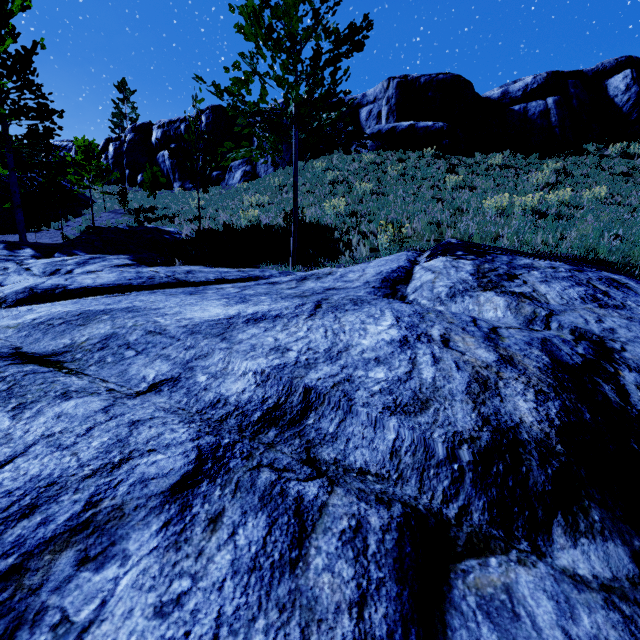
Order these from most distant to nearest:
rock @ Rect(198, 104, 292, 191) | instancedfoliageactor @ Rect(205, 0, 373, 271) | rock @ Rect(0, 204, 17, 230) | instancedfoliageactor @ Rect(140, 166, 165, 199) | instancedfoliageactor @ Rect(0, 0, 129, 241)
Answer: rock @ Rect(198, 104, 292, 191)
rock @ Rect(0, 204, 17, 230)
instancedfoliageactor @ Rect(140, 166, 165, 199)
instancedfoliageactor @ Rect(0, 0, 129, 241)
instancedfoliageactor @ Rect(205, 0, 373, 271)

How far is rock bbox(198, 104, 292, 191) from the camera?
25.4m

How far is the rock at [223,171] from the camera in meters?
25.4 m

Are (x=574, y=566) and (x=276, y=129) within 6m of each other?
no

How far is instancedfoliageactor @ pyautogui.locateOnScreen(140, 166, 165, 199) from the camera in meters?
16.2

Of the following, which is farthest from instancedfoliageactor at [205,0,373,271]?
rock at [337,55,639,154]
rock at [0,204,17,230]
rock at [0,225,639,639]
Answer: rock at [337,55,639,154]

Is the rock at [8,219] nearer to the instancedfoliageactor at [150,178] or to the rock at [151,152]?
the instancedfoliageactor at [150,178]
